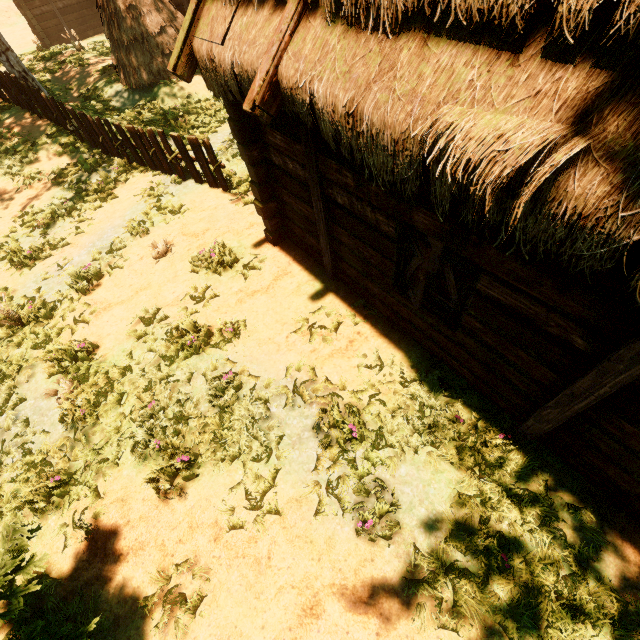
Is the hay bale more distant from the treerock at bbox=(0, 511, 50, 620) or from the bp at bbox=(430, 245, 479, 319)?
the treerock at bbox=(0, 511, 50, 620)

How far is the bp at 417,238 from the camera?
3.6m

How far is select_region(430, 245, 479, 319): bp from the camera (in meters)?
3.52

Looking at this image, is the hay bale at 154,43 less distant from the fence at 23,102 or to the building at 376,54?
the building at 376,54

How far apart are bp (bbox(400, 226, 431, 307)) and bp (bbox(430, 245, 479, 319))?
0.21m

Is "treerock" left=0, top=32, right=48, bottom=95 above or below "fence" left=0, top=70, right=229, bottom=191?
above

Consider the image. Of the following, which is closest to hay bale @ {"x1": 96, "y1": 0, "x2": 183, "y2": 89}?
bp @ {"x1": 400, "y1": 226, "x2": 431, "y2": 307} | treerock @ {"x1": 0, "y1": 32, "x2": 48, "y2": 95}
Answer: treerock @ {"x1": 0, "y1": 32, "x2": 48, "y2": 95}

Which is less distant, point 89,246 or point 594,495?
point 594,495
